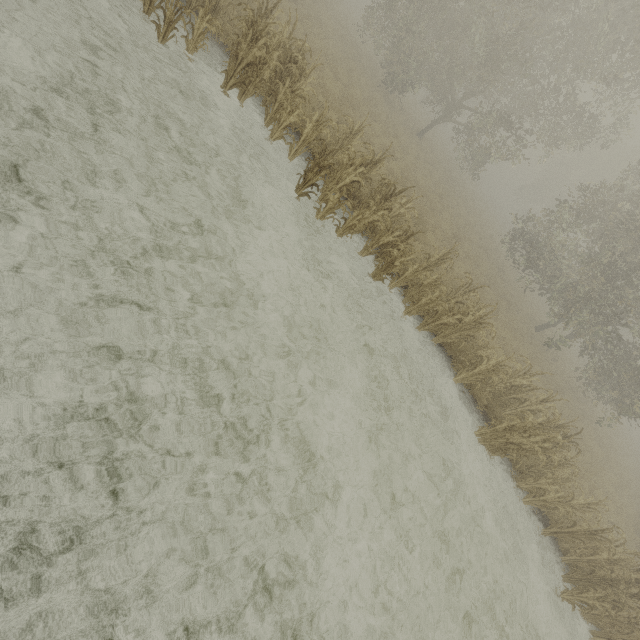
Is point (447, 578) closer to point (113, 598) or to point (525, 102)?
point (113, 598)
